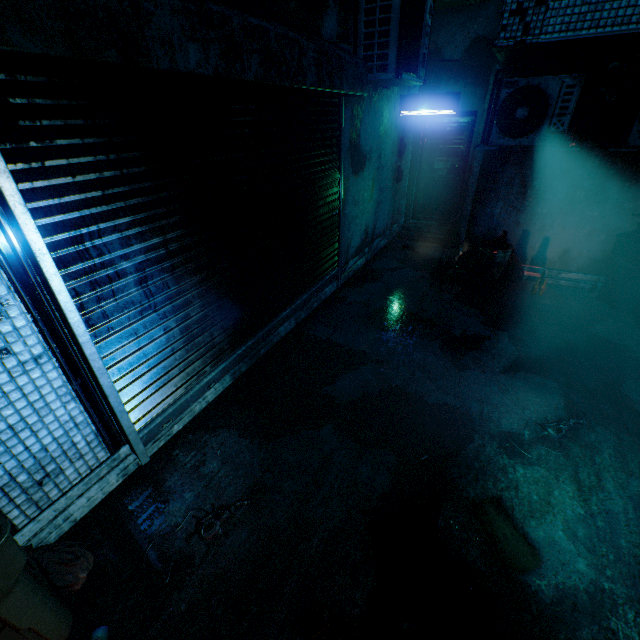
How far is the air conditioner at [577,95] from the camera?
3.6m

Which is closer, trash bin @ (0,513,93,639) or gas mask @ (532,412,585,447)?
trash bin @ (0,513,93,639)

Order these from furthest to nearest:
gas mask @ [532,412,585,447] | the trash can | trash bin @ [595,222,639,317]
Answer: the trash can → trash bin @ [595,222,639,317] → gas mask @ [532,412,585,447]

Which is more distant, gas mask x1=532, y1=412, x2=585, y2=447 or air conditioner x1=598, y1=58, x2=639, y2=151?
air conditioner x1=598, y1=58, x2=639, y2=151

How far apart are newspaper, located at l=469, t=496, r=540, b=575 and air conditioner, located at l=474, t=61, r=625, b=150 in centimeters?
397cm

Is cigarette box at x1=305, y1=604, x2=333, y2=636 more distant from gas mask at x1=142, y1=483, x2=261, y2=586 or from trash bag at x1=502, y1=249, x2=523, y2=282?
trash bag at x1=502, y1=249, x2=523, y2=282

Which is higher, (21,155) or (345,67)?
(345,67)

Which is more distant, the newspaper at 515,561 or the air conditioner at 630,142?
the air conditioner at 630,142
